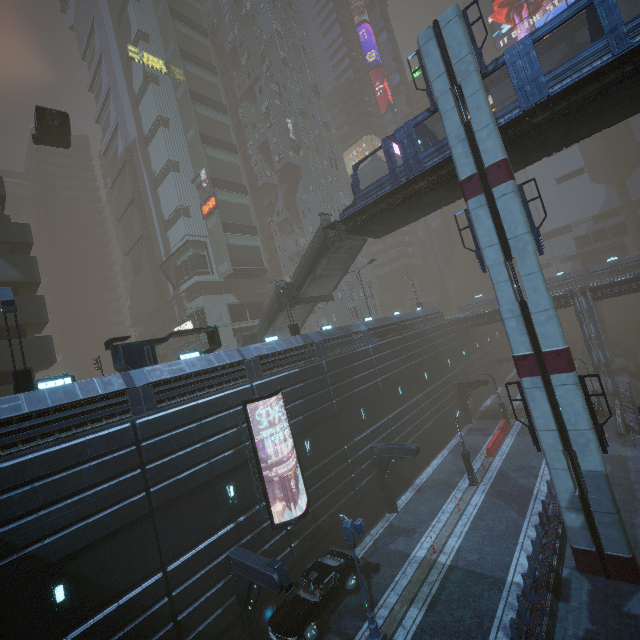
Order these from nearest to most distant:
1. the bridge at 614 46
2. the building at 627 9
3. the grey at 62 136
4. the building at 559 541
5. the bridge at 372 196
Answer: the building at 559 541
the bridge at 614 46
the bridge at 372 196
the grey at 62 136
the building at 627 9

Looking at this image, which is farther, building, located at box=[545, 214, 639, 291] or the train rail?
building, located at box=[545, 214, 639, 291]

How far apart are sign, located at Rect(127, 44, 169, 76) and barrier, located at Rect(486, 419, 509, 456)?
57.3 meters

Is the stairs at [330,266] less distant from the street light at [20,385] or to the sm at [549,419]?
the sm at [549,419]

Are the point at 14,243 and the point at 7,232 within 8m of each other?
yes

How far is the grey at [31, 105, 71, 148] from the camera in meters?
21.2

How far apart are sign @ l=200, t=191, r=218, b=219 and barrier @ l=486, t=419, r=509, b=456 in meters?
38.0 m

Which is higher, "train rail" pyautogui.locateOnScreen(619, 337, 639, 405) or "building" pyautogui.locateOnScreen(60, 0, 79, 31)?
"building" pyautogui.locateOnScreen(60, 0, 79, 31)
